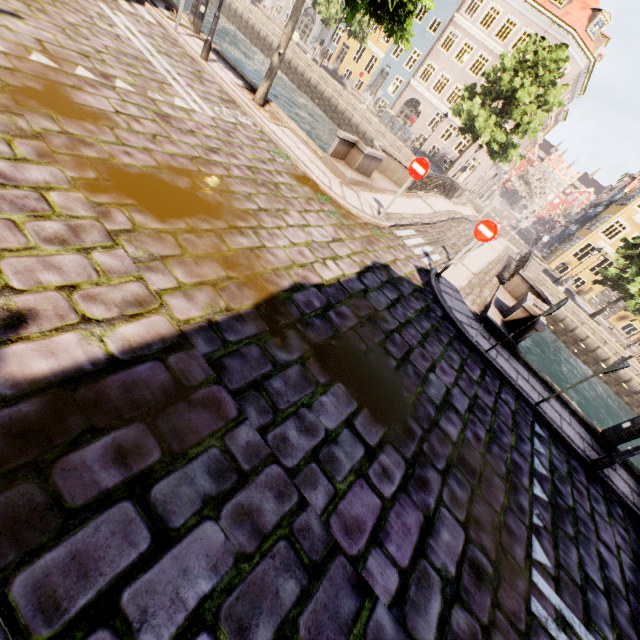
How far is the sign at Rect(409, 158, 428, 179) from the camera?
8.5 meters

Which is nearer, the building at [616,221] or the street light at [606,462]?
the street light at [606,462]

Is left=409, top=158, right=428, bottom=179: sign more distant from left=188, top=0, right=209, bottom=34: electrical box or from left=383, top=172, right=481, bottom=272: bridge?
left=188, top=0, right=209, bottom=34: electrical box

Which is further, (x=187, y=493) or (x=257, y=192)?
(x=257, y=192)

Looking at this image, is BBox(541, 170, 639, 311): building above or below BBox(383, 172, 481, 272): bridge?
above

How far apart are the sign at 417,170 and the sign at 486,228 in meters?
1.9 m

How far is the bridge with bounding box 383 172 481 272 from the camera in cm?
1051
